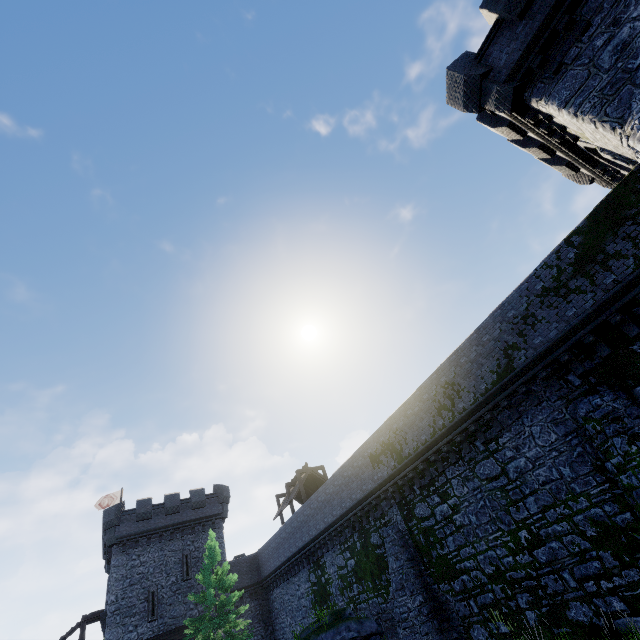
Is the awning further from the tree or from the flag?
the flag

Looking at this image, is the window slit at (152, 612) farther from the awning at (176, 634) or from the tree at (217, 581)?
the tree at (217, 581)

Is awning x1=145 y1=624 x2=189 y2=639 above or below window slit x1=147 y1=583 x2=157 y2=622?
below

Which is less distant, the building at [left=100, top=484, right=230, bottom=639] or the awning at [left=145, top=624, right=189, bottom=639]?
the awning at [left=145, top=624, right=189, bottom=639]

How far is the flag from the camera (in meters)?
36.19

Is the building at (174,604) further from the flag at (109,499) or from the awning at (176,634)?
the flag at (109,499)

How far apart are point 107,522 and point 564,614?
35.2 meters

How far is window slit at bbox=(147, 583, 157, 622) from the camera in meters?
27.0
